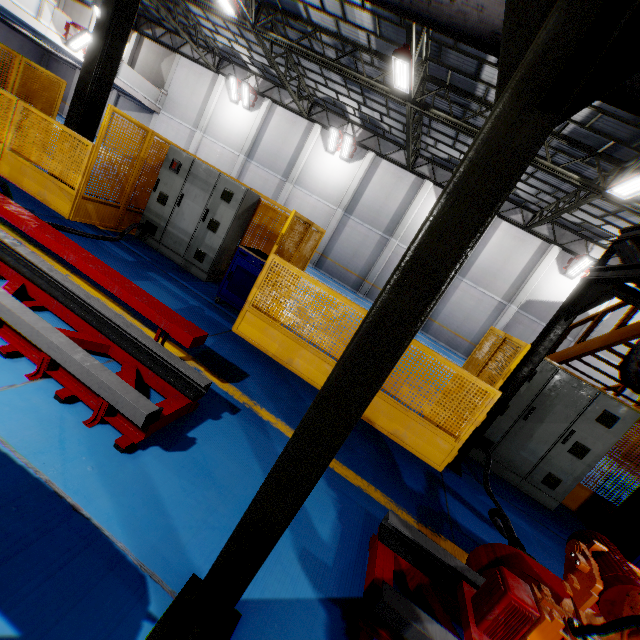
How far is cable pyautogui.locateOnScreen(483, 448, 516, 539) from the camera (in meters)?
3.32

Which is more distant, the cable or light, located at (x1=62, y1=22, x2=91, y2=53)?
light, located at (x1=62, y1=22, x2=91, y2=53)

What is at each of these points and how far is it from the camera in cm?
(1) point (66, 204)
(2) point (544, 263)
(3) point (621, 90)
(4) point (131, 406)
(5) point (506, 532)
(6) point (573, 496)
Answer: (1) metal panel, 615
(2) cement column, 1802
(3) vent pipe, 132
(4) metal platform, 238
(5) cable, 329
(6) metal panel, 618

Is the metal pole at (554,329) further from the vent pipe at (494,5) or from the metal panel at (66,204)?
the vent pipe at (494,5)

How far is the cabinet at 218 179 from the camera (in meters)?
6.69

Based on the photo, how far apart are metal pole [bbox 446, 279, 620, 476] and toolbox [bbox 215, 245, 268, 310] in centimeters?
414cm

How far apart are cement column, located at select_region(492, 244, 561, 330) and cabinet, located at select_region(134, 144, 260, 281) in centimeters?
1692cm

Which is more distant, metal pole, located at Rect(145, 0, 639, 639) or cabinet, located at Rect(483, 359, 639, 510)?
cabinet, located at Rect(483, 359, 639, 510)
